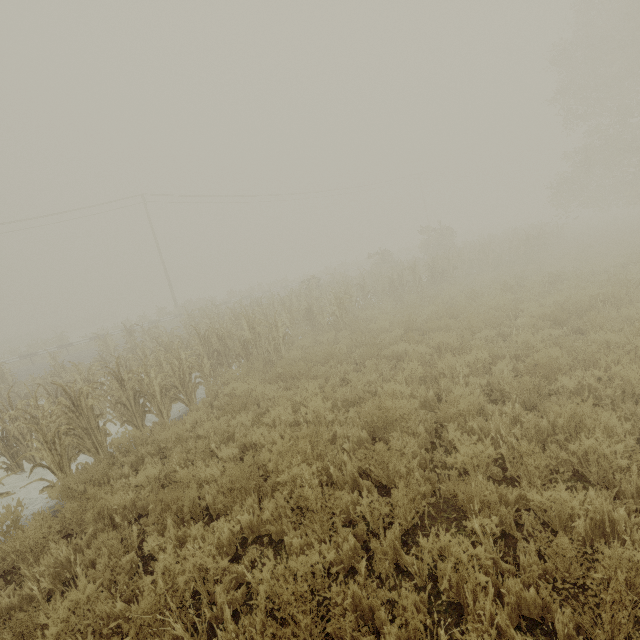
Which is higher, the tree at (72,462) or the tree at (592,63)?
the tree at (592,63)

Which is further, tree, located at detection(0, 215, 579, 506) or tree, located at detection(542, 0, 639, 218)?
tree, located at detection(542, 0, 639, 218)

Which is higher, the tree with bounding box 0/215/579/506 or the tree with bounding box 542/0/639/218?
the tree with bounding box 542/0/639/218

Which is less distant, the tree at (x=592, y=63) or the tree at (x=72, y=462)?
the tree at (x=72, y=462)

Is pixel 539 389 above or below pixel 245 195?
below
